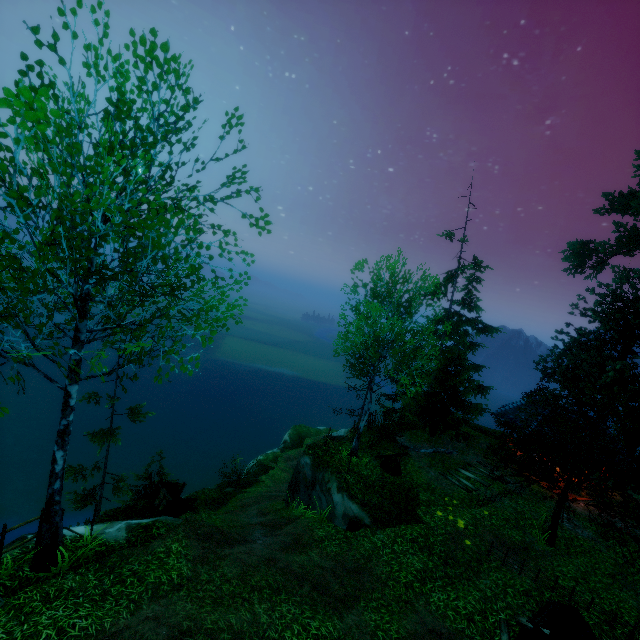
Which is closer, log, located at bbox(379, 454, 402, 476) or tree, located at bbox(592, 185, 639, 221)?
log, located at bbox(379, 454, 402, 476)

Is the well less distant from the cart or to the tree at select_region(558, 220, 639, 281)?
the tree at select_region(558, 220, 639, 281)

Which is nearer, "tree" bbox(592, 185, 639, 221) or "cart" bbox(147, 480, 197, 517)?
"cart" bbox(147, 480, 197, 517)

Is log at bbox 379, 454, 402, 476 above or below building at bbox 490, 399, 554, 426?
below

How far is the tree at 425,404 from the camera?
14.8m

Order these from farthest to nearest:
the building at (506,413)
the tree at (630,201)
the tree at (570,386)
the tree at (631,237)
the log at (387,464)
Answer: the tree at (631,237), the tree at (630,201), the building at (506,413), the log at (387,464), the tree at (570,386)

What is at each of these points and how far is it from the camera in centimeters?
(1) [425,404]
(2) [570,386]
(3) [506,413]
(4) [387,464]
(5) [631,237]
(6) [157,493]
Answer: (1) tree, 2041cm
(2) tree, 2433cm
(3) building, 2064cm
(4) log, 1620cm
(5) tree, 2552cm
(6) cart, 1354cm

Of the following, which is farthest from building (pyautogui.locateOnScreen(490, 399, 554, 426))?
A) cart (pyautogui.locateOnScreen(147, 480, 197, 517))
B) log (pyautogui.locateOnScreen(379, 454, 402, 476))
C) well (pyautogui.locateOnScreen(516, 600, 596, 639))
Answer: cart (pyautogui.locateOnScreen(147, 480, 197, 517))
